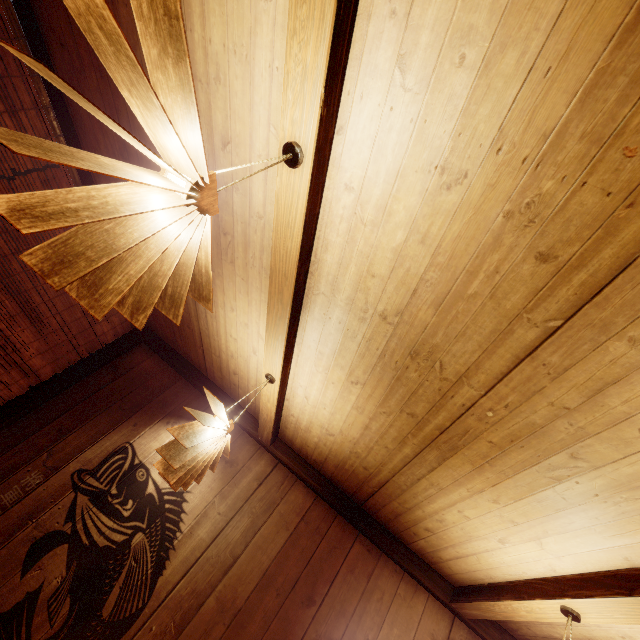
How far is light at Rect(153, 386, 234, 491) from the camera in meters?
2.9

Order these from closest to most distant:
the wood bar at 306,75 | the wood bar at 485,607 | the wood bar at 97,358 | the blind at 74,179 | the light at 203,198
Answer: the light at 203,198 < the wood bar at 306,75 < the wood bar at 485,607 < the blind at 74,179 < the wood bar at 97,358

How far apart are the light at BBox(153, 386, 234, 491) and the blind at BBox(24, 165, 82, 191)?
3.41m

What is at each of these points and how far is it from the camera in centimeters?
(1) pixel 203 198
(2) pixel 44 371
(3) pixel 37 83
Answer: (1) light, 150cm
(2) blind, 540cm
(3) blind, 347cm

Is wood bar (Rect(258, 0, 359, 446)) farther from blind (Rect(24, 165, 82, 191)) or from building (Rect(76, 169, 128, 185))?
blind (Rect(24, 165, 82, 191))

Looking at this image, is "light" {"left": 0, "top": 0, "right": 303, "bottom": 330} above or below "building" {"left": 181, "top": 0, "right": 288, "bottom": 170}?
below

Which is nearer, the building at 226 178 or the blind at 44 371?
the building at 226 178

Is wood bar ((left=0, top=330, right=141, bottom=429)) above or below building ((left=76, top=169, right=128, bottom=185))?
below
